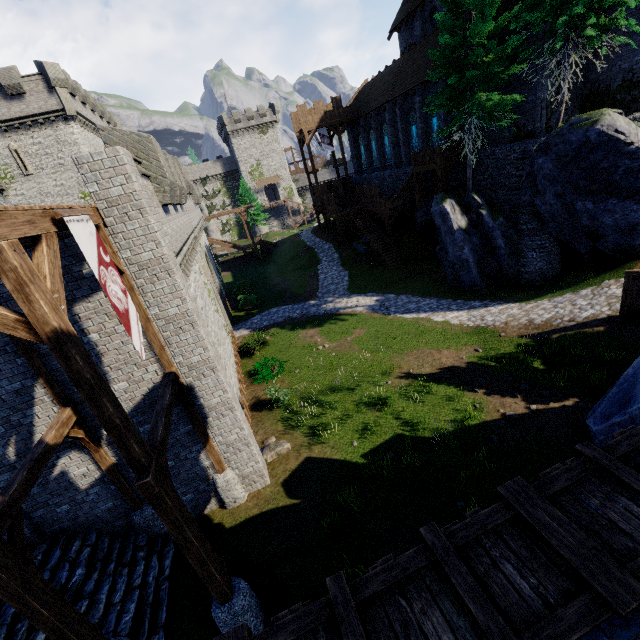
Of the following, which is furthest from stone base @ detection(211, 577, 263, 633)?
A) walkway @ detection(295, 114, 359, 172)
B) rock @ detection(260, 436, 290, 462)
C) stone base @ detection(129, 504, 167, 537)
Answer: walkway @ detection(295, 114, 359, 172)

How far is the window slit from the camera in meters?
29.3 m

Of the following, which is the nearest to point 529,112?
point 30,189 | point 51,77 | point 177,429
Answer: point 177,429

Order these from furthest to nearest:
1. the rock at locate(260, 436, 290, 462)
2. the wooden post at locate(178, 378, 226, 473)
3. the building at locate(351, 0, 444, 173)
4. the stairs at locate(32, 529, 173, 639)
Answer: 1. the building at locate(351, 0, 444, 173)
2. the rock at locate(260, 436, 290, 462)
3. the wooden post at locate(178, 378, 226, 473)
4. the stairs at locate(32, 529, 173, 639)

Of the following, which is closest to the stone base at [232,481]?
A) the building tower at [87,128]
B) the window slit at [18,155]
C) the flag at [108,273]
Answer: the flag at [108,273]

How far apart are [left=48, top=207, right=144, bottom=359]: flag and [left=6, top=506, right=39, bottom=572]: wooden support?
3.3 meters

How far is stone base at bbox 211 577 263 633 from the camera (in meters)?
6.93

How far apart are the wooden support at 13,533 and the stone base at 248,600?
3.26m
